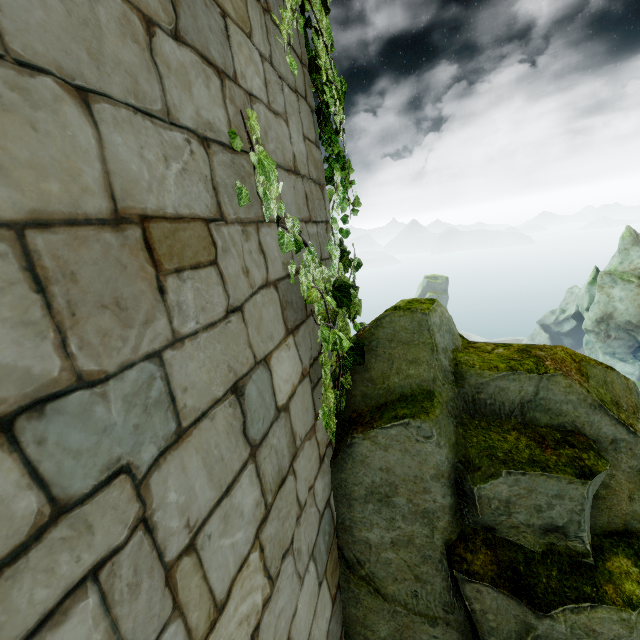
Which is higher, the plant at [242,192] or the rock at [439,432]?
the plant at [242,192]

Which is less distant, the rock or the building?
the building

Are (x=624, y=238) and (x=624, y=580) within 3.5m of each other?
no

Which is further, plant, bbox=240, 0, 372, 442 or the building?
plant, bbox=240, 0, 372, 442

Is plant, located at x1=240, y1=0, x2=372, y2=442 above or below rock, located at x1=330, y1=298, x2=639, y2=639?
above

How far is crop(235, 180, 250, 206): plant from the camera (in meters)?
1.53

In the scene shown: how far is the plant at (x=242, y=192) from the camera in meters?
1.5 m
